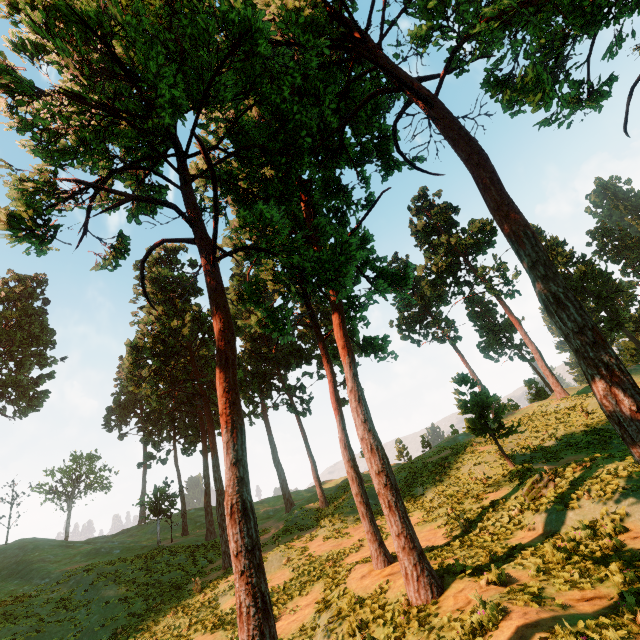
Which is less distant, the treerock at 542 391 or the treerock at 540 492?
the treerock at 540 492

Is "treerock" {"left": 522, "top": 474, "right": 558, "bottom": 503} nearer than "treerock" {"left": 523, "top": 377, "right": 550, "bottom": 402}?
Yes

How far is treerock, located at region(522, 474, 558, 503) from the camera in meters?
13.6

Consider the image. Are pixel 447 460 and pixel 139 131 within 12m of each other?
no

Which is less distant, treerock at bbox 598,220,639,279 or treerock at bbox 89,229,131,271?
treerock at bbox 89,229,131,271

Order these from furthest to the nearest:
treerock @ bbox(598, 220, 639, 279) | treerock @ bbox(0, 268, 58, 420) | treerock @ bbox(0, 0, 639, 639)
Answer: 1. treerock @ bbox(598, 220, 639, 279)
2. treerock @ bbox(0, 268, 58, 420)
3. treerock @ bbox(0, 0, 639, 639)

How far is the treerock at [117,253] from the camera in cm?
874
